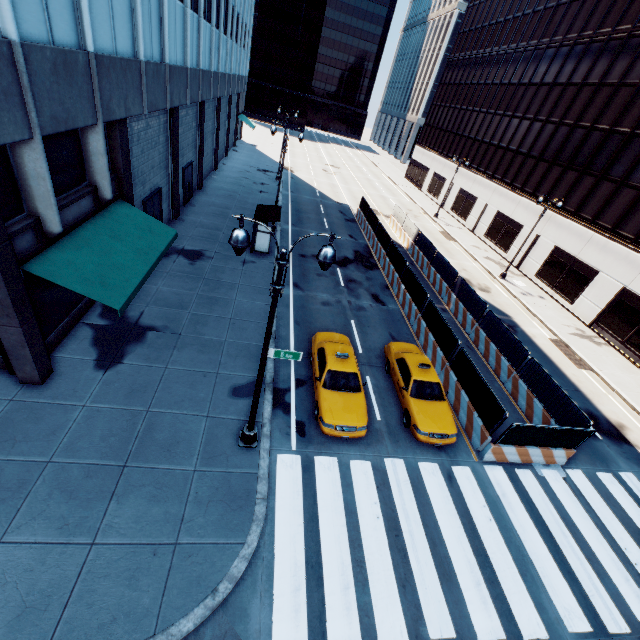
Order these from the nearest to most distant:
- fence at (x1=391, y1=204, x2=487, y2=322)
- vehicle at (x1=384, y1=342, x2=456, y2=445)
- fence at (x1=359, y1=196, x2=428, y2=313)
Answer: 1. vehicle at (x1=384, y1=342, x2=456, y2=445)
2. fence at (x1=359, y1=196, x2=428, y2=313)
3. fence at (x1=391, y1=204, x2=487, y2=322)

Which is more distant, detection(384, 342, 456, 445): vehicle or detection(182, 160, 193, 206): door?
detection(182, 160, 193, 206): door

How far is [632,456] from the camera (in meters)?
14.74

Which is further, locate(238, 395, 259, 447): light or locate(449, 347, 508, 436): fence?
locate(449, 347, 508, 436): fence

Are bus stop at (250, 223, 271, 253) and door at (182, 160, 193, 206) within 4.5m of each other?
no

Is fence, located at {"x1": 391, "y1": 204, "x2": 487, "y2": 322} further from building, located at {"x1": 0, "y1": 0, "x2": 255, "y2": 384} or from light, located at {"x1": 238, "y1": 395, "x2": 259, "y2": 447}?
building, located at {"x1": 0, "y1": 0, "x2": 255, "y2": 384}

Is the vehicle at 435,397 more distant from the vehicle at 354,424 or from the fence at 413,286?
the vehicle at 354,424

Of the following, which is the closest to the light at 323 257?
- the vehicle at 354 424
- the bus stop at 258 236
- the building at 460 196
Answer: the vehicle at 354 424
